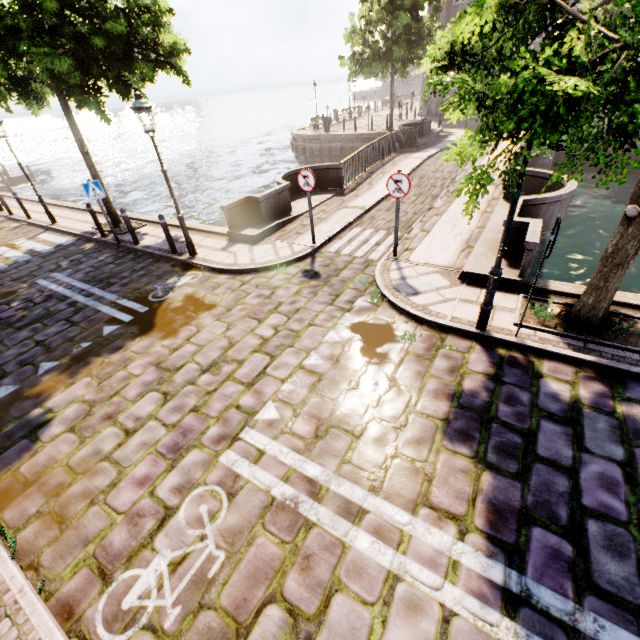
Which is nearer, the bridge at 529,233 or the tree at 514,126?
the tree at 514,126

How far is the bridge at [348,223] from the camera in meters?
8.1 m

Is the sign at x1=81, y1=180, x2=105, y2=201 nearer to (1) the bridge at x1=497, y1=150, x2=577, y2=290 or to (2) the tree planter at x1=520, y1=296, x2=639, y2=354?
(1) the bridge at x1=497, y1=150, x2=577, y2=290

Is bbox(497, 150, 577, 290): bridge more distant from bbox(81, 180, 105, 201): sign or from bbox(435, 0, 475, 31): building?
bbox(435, 0, 475, 31): building

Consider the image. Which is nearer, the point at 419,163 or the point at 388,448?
the point at 388,448

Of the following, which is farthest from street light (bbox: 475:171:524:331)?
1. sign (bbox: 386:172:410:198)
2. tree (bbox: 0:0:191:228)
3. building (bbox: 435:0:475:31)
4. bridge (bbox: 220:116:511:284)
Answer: building (bbox: 435:0:475:31)

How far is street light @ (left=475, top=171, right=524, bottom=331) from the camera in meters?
4.1

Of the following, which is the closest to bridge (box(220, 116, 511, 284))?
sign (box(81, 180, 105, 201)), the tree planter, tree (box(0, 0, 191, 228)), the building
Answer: the tree planter
